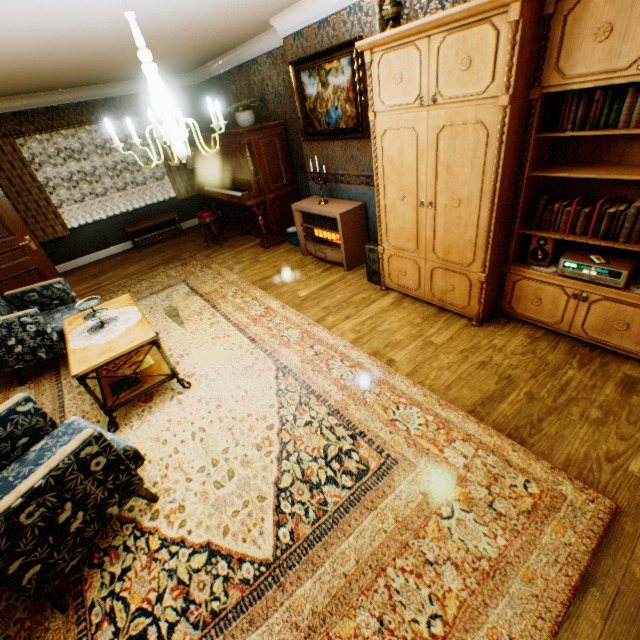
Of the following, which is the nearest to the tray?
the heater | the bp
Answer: the heater

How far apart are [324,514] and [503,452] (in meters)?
1.30

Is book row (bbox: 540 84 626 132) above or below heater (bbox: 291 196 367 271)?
above

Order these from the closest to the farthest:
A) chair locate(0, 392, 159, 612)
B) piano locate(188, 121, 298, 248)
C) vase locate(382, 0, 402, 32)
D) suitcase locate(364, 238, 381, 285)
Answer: chair locate(0, 392, 159, 612) < vase locate(382, 0, 402, 32) < suitcase locate(364, 238, 381, 285) < piano locate(188, 121, 298, 248)

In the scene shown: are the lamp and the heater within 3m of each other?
no

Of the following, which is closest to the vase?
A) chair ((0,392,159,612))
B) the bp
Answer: chair ((0,392,159,612))

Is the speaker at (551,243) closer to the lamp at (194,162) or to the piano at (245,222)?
the piano at (245,222)

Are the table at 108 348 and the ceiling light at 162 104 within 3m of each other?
yes
